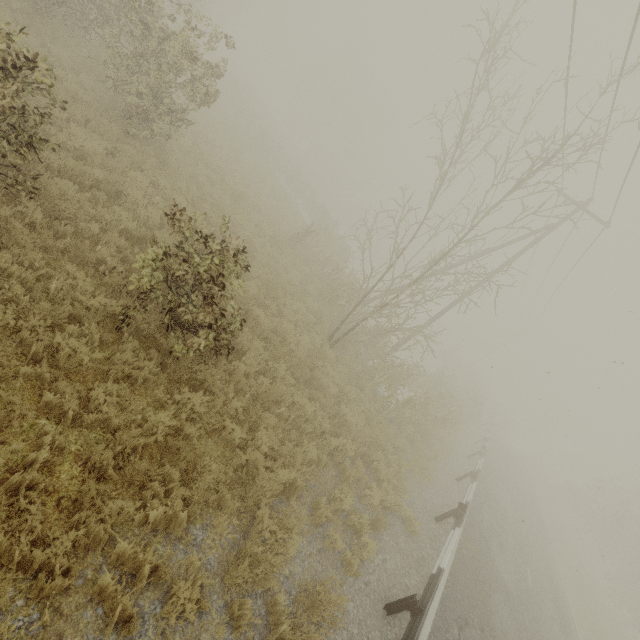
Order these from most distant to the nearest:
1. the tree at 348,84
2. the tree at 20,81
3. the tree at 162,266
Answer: the tree at 348,84, the tree at 162,266, the tree at 20,81

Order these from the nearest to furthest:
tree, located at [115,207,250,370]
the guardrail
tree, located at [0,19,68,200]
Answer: tree, located at [0,19,68,200] → tree, located at [115,207,250,370] → the guardrail

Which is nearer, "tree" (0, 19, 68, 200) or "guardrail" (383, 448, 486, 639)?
"tree" (0, 19, 68, 200)

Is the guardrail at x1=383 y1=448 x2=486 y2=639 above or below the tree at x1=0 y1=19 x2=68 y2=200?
below

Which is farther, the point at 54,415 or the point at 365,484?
the point at 365,484

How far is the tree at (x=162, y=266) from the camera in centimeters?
527cm

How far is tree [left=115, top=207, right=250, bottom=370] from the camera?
5.3m
